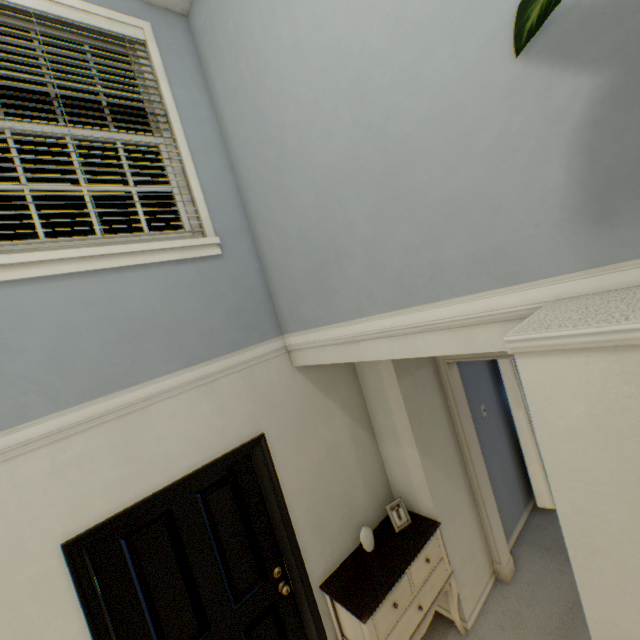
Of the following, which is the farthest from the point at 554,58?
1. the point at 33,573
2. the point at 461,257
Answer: the point at 33,573

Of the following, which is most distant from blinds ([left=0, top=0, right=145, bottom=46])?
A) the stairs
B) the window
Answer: the stairs

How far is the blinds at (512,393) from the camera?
3.4 meters

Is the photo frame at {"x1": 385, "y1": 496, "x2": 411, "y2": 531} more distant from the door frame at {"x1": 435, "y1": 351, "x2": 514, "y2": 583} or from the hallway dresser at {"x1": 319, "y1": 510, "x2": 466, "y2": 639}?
the door frame at {"x1": 435, "y1": 351, "x2": 514, "y2": 583}

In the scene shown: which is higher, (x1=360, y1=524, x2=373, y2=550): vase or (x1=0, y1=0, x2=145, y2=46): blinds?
(x1=0, y1=0, x2=145, y2=46): blinds

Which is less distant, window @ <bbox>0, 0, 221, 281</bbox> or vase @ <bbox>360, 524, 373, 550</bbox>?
window @ <bbox>0, 0, 221, 281</bbox>

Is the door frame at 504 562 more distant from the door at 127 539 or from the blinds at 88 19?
the blinds at 88 19

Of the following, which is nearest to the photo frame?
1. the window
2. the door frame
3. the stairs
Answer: the door frame
